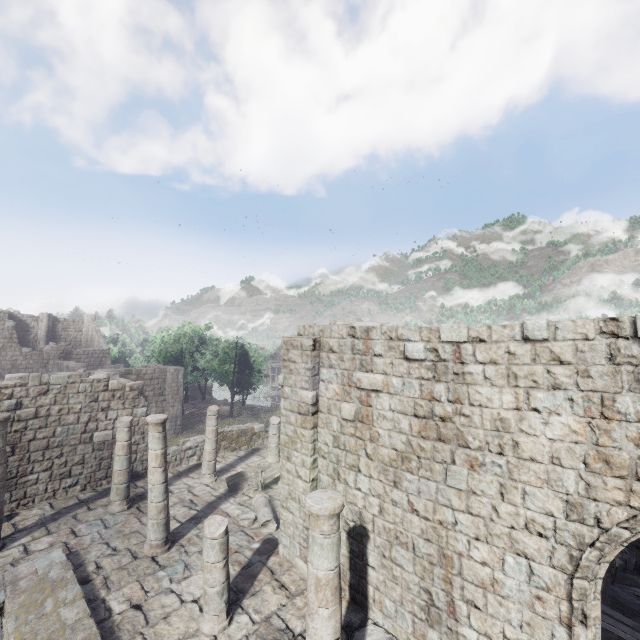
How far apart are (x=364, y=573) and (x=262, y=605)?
2.6m

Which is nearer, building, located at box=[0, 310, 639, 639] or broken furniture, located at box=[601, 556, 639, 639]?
building, located at box=[0, 310, 639, 639]

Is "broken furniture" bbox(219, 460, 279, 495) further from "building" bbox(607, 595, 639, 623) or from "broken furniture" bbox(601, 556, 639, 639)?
"broken furniture" bbox(601, 556, 639, 639)

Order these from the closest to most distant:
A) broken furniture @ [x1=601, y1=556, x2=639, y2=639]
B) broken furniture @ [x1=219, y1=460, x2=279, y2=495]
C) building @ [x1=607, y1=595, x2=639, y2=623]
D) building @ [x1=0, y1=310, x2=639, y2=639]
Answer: building @ [x1=0, y1=310, x2=639, y2=639] → broken furniture @ [x1=601, y1=556, x2=639, y2=639] → building @ [x1=607, y1=595, x2=639, y2=623] → broken furniture @ [x1=219, y1=460, x2=279, y2=495]

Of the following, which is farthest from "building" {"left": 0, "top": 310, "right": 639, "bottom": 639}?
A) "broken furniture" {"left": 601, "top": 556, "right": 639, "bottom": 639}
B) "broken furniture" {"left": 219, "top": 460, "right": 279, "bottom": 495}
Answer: "broken furniture" {"left": 219, "top": 460, "right": 279, "bottom": 495}

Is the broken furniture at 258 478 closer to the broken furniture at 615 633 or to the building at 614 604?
the building at 614 604
